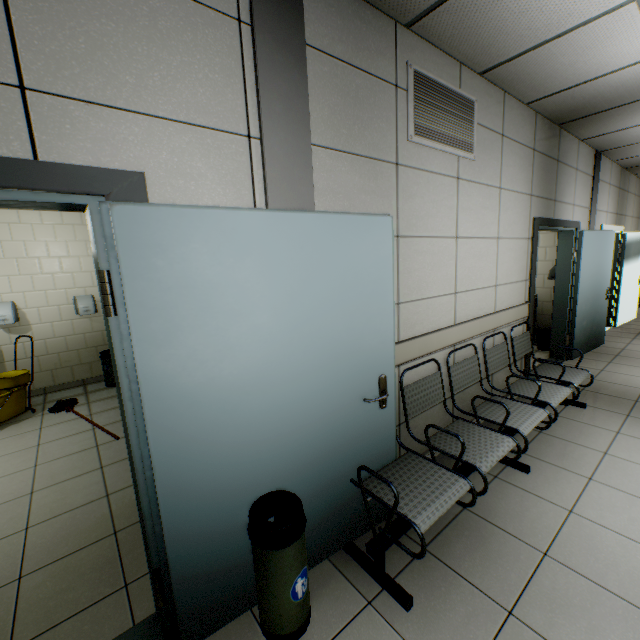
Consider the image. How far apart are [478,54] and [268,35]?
1.84m

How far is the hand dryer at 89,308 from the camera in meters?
5.0 m

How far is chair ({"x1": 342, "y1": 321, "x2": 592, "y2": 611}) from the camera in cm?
175

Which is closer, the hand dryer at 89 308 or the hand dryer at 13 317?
the hand dryer at 13 317

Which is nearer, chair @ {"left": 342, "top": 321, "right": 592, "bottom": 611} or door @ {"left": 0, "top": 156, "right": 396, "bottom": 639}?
door @ {"left": 0, "top": 156, "right": 396, "bottom": 639}

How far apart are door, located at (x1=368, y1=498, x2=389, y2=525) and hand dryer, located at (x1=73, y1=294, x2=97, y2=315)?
4.5m

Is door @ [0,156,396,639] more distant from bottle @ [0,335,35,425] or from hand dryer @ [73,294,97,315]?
hand dryer @ [73,294,97,315]

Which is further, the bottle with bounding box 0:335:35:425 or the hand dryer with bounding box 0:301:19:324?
the hand dryer with bounding box 0:301:19:324
